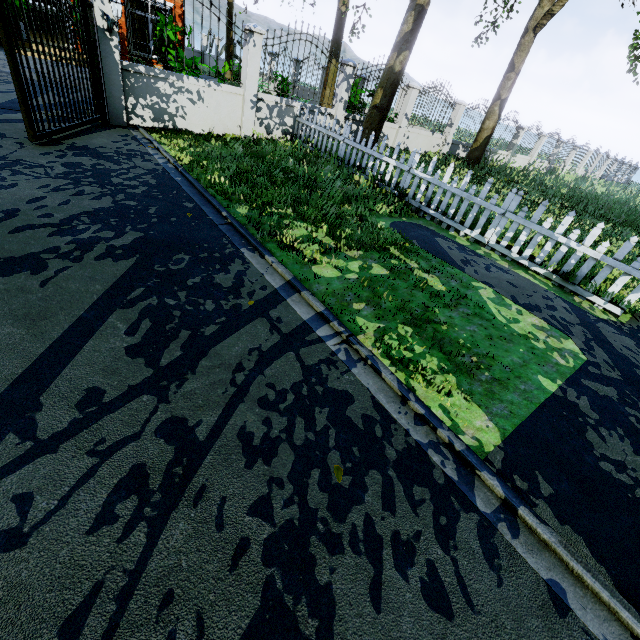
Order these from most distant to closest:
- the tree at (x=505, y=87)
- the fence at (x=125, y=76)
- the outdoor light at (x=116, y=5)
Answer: the tree at (x=505, y=87) → the outdoor light at (x=116, y=5) → the fence at (x=125, y=76)

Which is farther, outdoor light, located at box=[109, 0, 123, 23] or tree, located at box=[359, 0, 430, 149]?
tree, located at box=[359, 0, 430, 149]

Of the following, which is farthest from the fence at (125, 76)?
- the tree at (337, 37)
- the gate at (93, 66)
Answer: the tree at (337, 37)

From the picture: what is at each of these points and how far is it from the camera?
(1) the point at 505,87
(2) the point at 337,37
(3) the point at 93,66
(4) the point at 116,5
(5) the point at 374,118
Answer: (1) tree, 11.75m
(2) tree, 15.69m
(3) gate, 6.61m
(4) outdoor light, 6.33m
(5) tree, 10.30m

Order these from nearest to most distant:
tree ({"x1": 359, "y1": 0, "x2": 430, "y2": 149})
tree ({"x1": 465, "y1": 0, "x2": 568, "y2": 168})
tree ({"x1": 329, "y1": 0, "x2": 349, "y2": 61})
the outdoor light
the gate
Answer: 1. the gate
2. the outdoor light
3. tree ({"x1": 359, "y1": 0, "x2": 430, "y2": 149})
4. tree ({"x1": 465, "y1": 0, "x2": 568, "y2": 168})
5. tree ({"x1": 329, "y1": 0, "x2": 349, "y2": 61})

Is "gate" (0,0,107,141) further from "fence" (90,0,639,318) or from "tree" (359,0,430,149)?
"tree" (359,0,430,149)

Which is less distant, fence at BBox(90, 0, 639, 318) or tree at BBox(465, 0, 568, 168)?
fence at BBox(90, 0, 639, 318)
